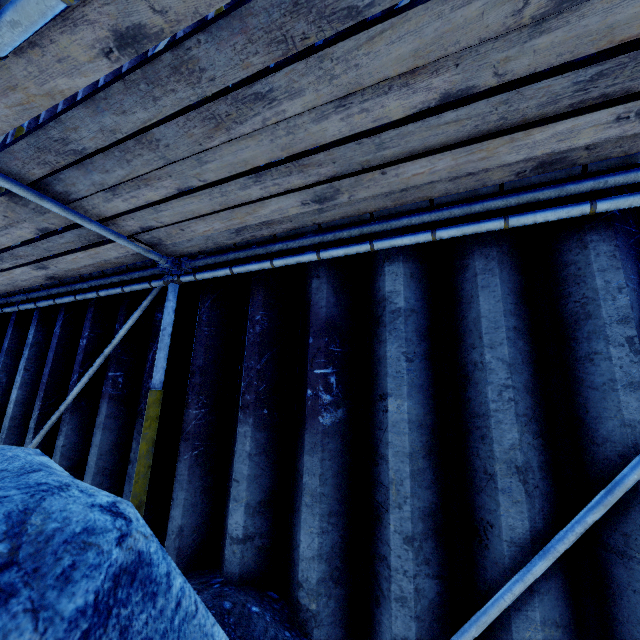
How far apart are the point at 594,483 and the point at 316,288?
1.7m

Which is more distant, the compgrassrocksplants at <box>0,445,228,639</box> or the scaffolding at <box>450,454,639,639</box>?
the scaffolding at <box>450,454,639,639</box>

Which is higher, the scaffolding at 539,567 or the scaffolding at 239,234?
the scaffolding at 239,234

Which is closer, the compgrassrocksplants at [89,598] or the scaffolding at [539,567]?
the compgrassrocksplants at [89,598]

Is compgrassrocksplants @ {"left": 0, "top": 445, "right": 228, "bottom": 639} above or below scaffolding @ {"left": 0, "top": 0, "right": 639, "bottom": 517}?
below

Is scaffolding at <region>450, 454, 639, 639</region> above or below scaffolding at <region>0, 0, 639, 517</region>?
below
